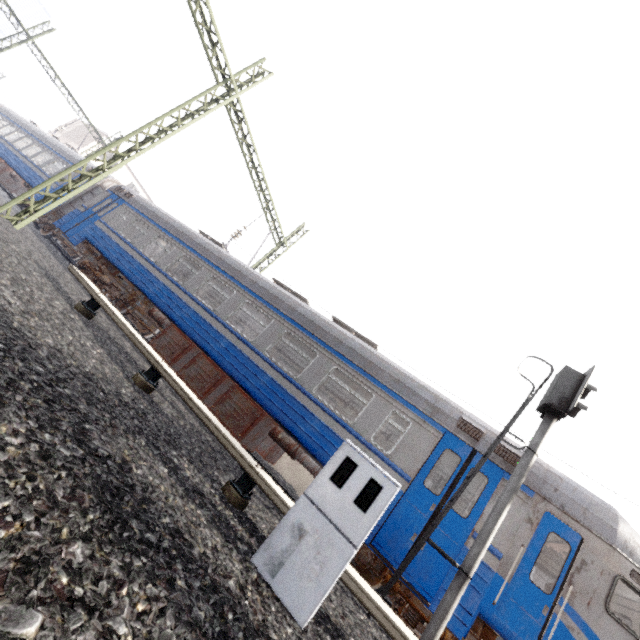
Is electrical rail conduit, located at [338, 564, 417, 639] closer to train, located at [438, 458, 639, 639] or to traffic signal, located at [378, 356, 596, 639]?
traffic signal, located at [378, 356, 596, 639]

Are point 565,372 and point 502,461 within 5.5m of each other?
yes

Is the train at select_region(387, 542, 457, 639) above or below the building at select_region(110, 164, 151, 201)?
below

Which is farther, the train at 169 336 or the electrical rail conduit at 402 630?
the train at 169 336

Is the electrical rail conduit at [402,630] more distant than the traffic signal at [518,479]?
No

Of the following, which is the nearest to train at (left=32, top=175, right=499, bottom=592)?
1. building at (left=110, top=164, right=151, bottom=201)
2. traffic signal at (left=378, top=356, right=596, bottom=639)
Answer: traffic signal at (left=378, top=356, right=596, bottom=639)

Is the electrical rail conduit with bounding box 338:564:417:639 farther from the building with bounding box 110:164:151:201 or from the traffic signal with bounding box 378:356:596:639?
the building with bounding box 110:164:151:201

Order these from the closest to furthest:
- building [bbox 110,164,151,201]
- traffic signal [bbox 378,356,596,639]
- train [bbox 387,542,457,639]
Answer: traffic signal [bbox 378,356,596,639] → train [bbox 387,542,457,639] → building [bbox 110,164,151,201]
